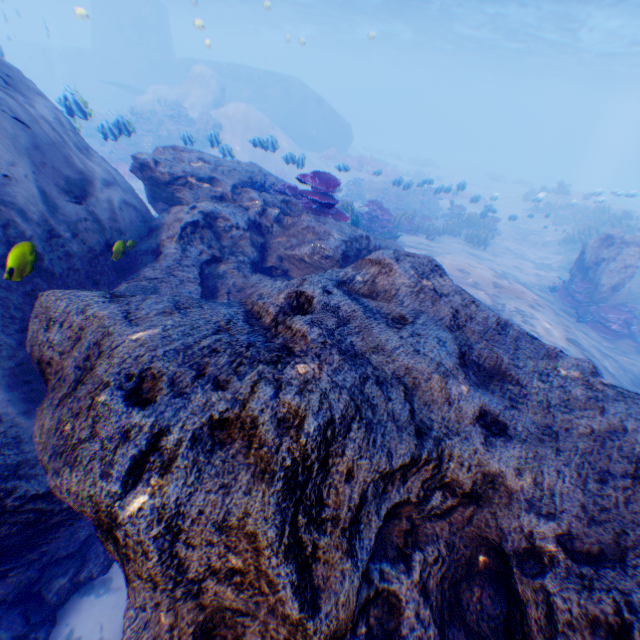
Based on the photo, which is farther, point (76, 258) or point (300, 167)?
point (300, 167)

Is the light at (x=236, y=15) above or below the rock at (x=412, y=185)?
above

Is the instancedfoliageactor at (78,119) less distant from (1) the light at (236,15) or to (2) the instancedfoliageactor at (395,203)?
(2) the instancedfoliageactor at (395,203)

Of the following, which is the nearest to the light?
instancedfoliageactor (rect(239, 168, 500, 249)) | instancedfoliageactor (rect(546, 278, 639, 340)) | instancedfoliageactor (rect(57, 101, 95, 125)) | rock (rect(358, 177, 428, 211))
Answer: instancedfoliageactor (rect(57, 101, 95, 125))

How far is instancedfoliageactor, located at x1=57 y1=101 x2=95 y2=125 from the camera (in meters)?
7.31

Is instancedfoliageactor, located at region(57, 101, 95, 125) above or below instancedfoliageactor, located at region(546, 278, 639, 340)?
above

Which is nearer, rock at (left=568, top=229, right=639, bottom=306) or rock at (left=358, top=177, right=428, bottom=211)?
rock at (left=568, top=229, right=639, bottom=306)
